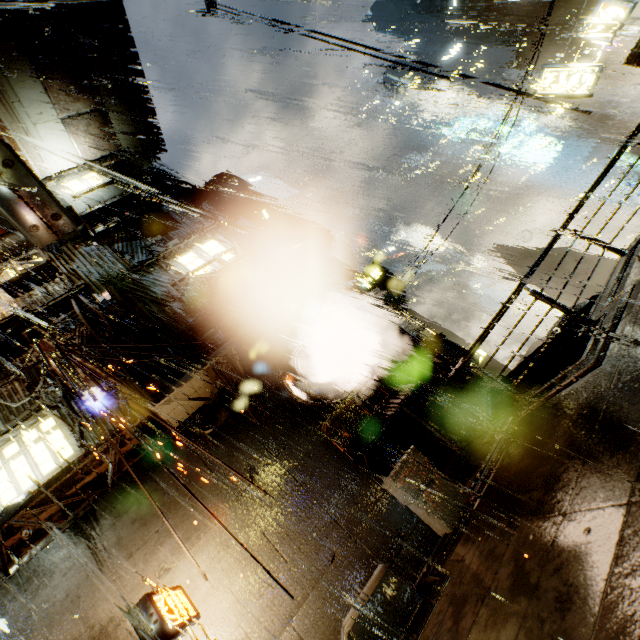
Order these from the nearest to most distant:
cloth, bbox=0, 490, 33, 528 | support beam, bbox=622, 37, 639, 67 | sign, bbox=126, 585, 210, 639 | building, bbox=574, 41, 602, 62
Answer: support beam, bbox=622, 37, 639, 67 → sign, bbox=126, 585, 210, 639 → cloth, bbox=0, 490, 33, 528 → building, bbox=574, 41, 602, 62

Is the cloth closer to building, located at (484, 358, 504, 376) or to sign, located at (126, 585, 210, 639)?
building, located at (484, 358, 504, 376)

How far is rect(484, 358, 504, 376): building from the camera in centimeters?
2461cm

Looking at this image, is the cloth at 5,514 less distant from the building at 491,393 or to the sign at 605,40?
the building at 491,393

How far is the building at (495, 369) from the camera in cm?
2461

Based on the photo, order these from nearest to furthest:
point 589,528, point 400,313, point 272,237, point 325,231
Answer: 1. point 589,528
2. point 400,313
3. point 272,237
4. point 325,231

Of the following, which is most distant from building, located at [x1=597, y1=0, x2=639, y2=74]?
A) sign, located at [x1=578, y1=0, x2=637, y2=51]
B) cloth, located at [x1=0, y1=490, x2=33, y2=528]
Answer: sign, located at [x1=578, y1=0, x2=637, y2=51]

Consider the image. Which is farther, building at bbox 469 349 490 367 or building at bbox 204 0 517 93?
building at bbox 204 0 517 93
